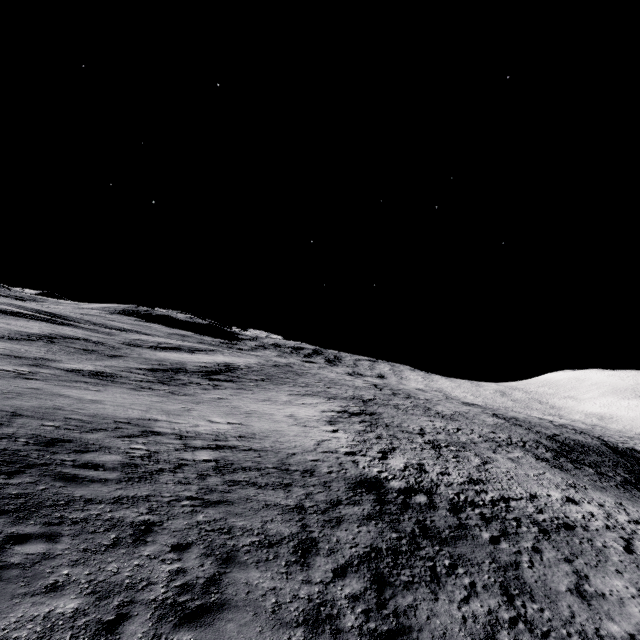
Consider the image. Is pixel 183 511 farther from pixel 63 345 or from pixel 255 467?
pixel 63 345
